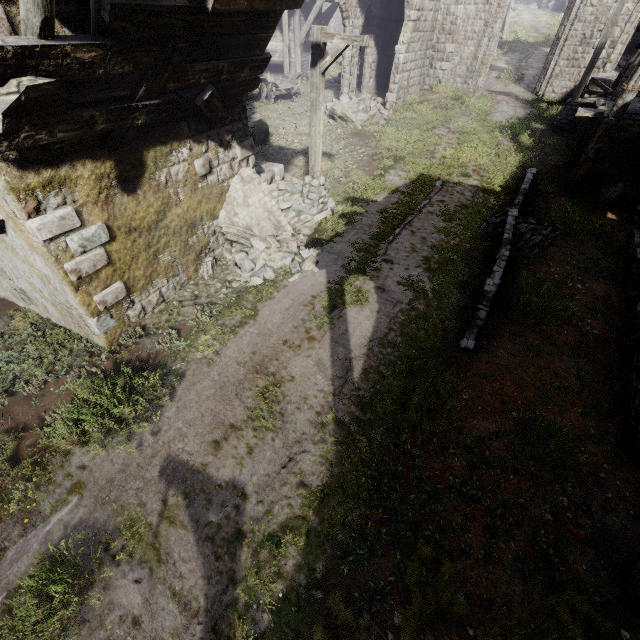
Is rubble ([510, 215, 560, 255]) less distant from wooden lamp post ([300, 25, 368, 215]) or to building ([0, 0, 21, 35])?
building ([0, 0, 21, 35])

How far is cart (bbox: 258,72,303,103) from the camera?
20.97m

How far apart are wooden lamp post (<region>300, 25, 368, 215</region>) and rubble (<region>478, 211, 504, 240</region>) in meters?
4.9 m

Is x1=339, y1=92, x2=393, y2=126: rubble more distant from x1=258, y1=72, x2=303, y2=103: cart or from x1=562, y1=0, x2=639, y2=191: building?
x1=258, y1=72, x2=303, y2=103: cart

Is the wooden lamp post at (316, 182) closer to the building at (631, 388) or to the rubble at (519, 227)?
the building at (631, 388)

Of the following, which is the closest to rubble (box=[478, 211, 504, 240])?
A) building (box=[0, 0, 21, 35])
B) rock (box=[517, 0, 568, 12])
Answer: building (box=[0, 0, 21, 35])

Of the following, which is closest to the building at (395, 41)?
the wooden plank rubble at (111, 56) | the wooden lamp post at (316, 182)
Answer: the wooden plank rubble at (111, 56)

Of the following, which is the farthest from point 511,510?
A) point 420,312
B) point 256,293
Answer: point 256,293
